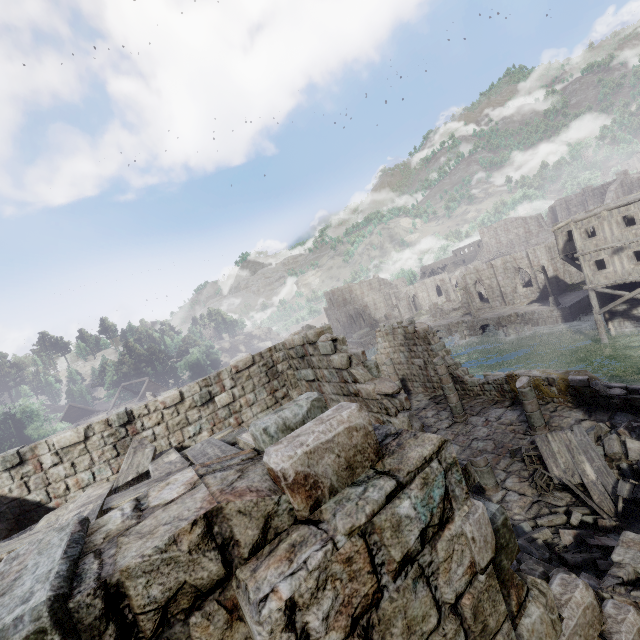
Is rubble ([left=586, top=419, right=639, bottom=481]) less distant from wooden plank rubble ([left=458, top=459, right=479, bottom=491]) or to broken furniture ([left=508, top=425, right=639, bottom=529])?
broken furniture ([left=508, top=425, right=639, bottom=529])

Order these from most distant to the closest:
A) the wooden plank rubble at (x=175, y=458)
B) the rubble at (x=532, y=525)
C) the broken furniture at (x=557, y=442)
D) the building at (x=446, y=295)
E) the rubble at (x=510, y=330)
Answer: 1. the building at (x=446, y=295)
2. the rubble at (x=510, y=330)
3. the broken furniture at (x=557, y=442)
4. the rubble at (x=532, y=525)
5. the wooden plank rubble at (x=175, y=458)

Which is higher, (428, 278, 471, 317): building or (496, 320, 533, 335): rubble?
(428, 278, 471, 317): building

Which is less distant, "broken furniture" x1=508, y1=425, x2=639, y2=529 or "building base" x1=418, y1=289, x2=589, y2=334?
"broken furniture" x1=508, y1=425, x2=639, y2=529

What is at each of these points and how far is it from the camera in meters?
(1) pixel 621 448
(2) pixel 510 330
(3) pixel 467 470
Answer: (1) rubble, 9.7 m
(2) rubble, 37.8 m
(3) wooden plank rubble, 2.4 m

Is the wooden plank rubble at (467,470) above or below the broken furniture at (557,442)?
above

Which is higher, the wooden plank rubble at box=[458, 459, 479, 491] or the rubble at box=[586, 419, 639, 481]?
the wooden plank rubble at box=[458, 459, 479, 491]
